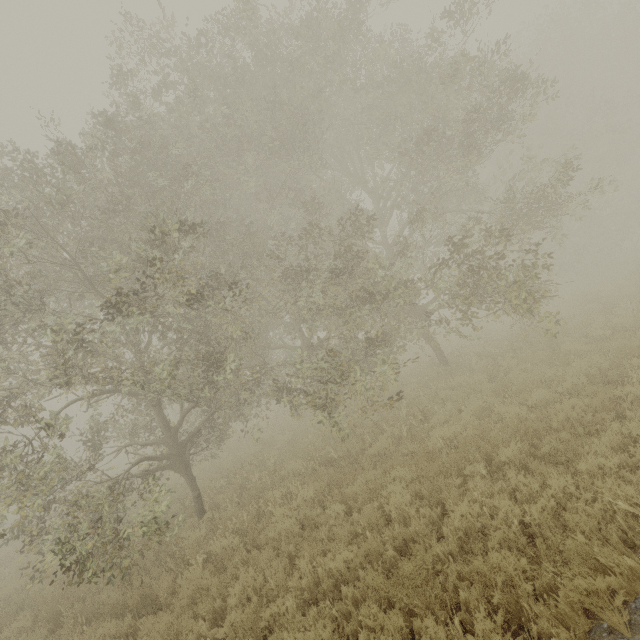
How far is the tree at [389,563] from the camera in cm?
484

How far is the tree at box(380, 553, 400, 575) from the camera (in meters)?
4.84

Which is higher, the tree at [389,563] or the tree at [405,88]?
the tree at [405,88]

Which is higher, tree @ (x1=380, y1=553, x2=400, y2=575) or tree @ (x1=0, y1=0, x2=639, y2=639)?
tree @ (x1=0, y1=0, x2=639, y2=639)

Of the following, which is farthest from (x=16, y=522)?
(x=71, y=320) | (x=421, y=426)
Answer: (x=421, y=426)

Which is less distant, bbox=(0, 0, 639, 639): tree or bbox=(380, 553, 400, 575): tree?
bbox=(380, 553, 400, 575): tree
